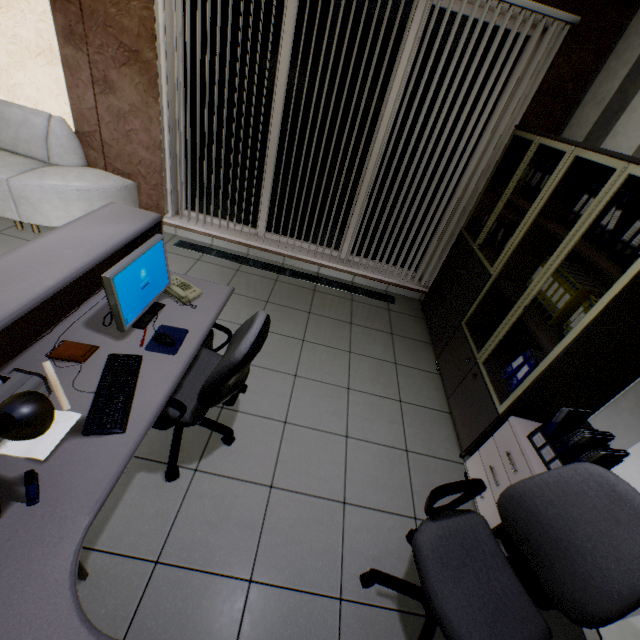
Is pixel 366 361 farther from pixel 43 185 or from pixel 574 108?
pixel 43 185

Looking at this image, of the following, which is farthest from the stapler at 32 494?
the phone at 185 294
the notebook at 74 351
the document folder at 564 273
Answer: the document folder at 564 273

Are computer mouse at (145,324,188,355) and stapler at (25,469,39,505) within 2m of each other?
yes

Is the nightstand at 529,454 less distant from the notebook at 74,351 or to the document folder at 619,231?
the document folder at 619,231

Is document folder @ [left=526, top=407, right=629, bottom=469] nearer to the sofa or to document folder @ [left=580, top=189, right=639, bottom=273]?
document folder @ [left=580, top=189, right=639, bottom=273]

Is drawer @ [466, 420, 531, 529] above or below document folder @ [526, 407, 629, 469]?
below

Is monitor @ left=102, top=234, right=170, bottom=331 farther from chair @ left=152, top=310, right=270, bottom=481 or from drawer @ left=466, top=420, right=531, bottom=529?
drawer @ left=466, top=420, right=531, bottom=529

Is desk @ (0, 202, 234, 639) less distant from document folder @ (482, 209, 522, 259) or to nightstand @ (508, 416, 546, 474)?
nightstand @ (508, 416, 546, 474)
